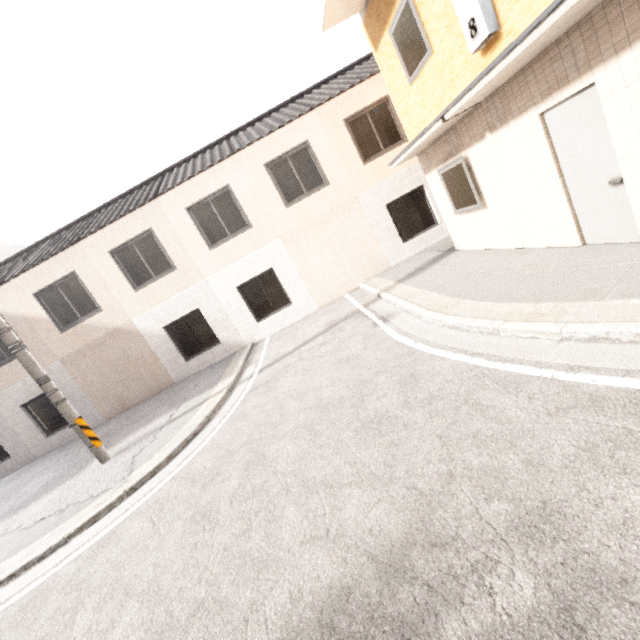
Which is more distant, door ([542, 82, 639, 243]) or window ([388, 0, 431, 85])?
window ([388, 0, 431, 85])

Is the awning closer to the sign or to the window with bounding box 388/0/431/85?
the sign

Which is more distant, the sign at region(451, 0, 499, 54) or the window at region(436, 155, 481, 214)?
the window at region(436, 155, 481, 214)

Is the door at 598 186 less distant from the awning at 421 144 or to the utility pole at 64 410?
the awning at 421 144

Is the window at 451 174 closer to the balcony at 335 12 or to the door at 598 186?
the door at 598 186

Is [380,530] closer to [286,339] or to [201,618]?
[201,618]

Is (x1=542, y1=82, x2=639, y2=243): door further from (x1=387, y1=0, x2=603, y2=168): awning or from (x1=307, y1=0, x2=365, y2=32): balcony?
(x1=307, y1=0, x2=365, y2=32): balcony

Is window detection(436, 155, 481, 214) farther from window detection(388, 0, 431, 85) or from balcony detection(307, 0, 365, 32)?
balcony detection(307, 0, 365, 32)
